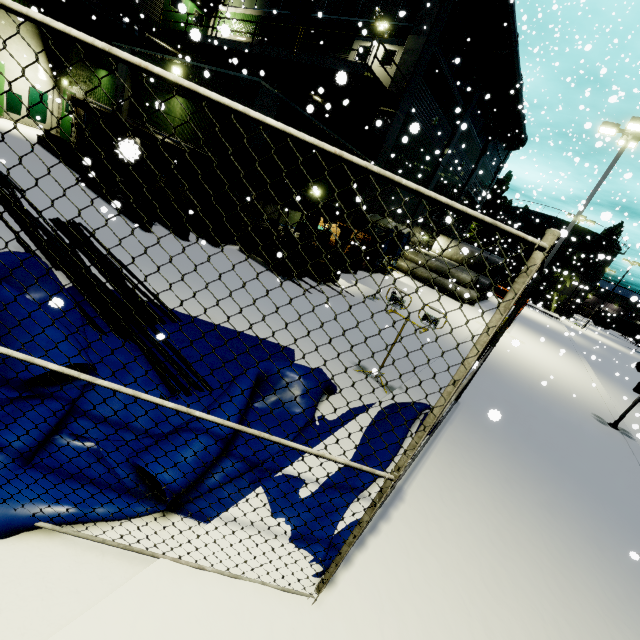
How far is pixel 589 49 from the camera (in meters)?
8.66

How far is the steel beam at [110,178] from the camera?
11.2 meters

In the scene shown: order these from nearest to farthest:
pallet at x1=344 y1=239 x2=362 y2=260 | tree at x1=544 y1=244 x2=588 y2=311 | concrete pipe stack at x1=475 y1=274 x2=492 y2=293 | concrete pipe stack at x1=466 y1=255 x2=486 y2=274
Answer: pallet at x1=344 y1=239 x2=362 y2=260
concrete pipe stack at x1=475 y1=274 x2=492 y2=293
concrete pipe stack at x1=466 y1=255 x2=486 y2=274
tree at x1=544 y1=244 x2=588 y2=311

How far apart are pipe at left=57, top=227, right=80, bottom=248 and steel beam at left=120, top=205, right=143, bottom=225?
1.5 meters

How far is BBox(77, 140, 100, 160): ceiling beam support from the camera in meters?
13.7

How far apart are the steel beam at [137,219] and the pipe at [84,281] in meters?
1.5
